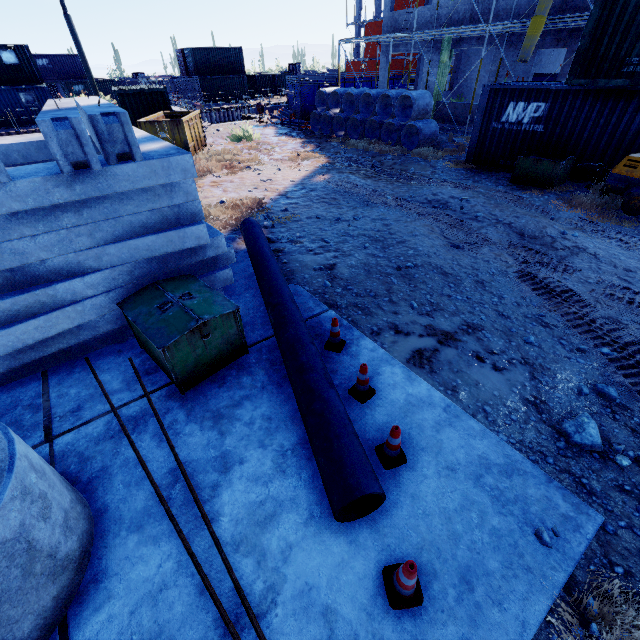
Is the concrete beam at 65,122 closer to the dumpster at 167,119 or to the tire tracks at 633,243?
the tire tracks at 633,243

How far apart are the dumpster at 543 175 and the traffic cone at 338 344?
9.35m

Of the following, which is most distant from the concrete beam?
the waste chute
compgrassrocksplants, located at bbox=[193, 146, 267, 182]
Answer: the waste chute

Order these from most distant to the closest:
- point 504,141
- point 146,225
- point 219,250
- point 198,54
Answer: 1. point 198,54
2. point 504,141
3. point 219,250
4. point 146,225

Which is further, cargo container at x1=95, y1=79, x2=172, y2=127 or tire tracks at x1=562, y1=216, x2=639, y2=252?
cargo container at x1=95, y1=79, x2=172, y2=127

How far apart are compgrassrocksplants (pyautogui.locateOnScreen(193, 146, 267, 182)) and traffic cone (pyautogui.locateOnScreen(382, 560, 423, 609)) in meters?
15.0

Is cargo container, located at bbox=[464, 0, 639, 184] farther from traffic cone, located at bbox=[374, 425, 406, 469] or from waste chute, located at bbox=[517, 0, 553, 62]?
traffic cone, located at bbox=[374, 425, 406, 469]

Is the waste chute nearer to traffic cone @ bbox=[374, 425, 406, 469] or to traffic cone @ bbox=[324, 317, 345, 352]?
traffic cone @ bbox=[324, 317, 345, 352]
